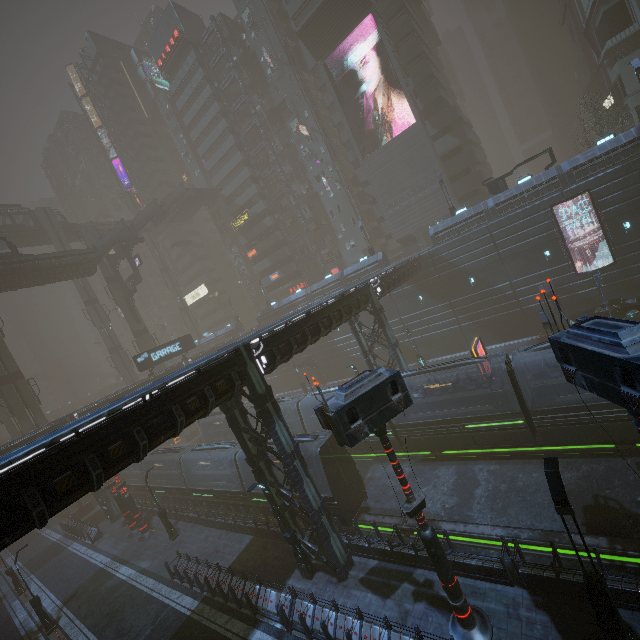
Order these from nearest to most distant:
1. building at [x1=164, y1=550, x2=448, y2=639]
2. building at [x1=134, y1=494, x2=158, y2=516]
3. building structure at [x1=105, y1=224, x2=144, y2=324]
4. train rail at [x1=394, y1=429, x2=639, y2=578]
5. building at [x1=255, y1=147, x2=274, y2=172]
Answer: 1. building at [x1=164, y1=550, x2=448, y2=639]
2. train rail at [x1=394, y1=429, x2=639, y2=578]
3. building at [x1=134, y1=494, x2=158, y2=516]
4. building structure at [x1=105, y1=224, x2=144, y2=324]
5. building at [x1=255, y1=147, x2=274, y2=172]

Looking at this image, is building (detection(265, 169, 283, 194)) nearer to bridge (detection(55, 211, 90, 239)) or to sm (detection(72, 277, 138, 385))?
sm (detection(72, 277, 138, 385))

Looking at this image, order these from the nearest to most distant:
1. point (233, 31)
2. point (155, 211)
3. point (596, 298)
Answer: point (596, 298) < point (155, 211) < point (233, 31)

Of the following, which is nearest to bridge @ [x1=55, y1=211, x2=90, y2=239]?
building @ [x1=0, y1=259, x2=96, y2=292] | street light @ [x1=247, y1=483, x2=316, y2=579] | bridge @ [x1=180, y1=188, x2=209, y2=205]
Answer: building @ [x1=0, y1=259, x2=96, y2=292]

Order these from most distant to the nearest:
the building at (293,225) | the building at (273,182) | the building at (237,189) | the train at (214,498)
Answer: the building at (293,225), the building at (273,182), the building at (237,189), the train at (214,498)

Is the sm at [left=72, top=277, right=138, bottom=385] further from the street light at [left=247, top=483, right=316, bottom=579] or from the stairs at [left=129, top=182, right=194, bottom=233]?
the street light at [left=247, top=483, right=316, bottom=579]

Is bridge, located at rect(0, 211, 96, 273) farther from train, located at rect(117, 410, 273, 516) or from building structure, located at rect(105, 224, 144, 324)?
train, located at rect(117, 410, 273, 516)

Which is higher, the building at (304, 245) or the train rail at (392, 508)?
the building at (304, 245)
